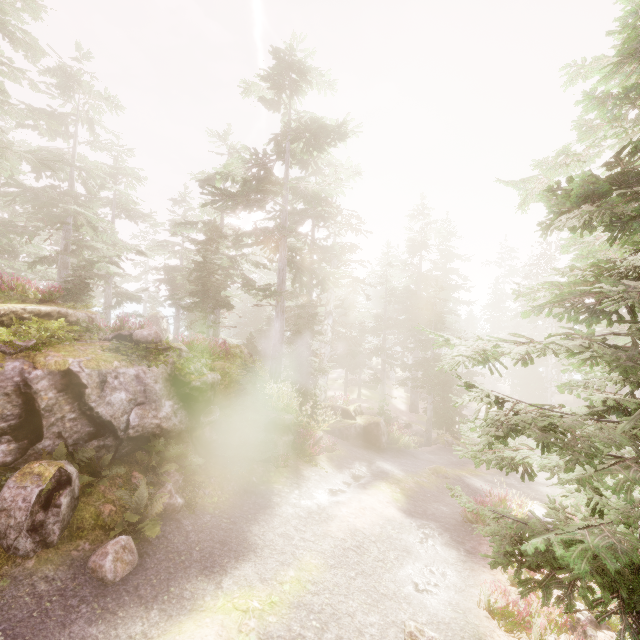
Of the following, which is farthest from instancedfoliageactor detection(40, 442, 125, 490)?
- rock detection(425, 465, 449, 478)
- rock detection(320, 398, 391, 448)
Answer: rock detection(425, 465, 449, 478)

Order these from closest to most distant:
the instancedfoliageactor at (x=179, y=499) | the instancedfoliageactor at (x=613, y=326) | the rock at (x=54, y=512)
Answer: the instancedfoliageactor at (x=613, y=326) < the rock at (x=54, y=512) < the instancedfoliageactor at (x=179, y=499)

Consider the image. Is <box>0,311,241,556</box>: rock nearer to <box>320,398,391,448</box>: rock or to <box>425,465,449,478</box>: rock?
<box>320,398,391,448</box>: rock

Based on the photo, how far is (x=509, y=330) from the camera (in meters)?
58.19

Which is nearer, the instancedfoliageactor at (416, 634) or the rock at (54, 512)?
the instancedfoliageactor at (416, 634)

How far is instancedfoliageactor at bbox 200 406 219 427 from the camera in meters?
10.9

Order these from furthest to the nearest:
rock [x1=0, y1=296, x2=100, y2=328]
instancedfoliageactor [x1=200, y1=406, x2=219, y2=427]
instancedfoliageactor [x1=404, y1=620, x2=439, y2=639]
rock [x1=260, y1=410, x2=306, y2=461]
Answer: rock [x1=260, y1=410, x2=306, y2=461]
instancedfoliageactor [x1=200, y1=406, x2=219, y2=427]
rock [x1=0, y1=296, x2=100, y2=328]
instancedfoliageactor [x1=404, y1=620, x2=439, y2=639]

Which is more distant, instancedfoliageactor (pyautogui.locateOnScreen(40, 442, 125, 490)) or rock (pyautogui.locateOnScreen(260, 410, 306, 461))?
rock (pyautogui.locateOnScreen(260, 410, 306, 461))
